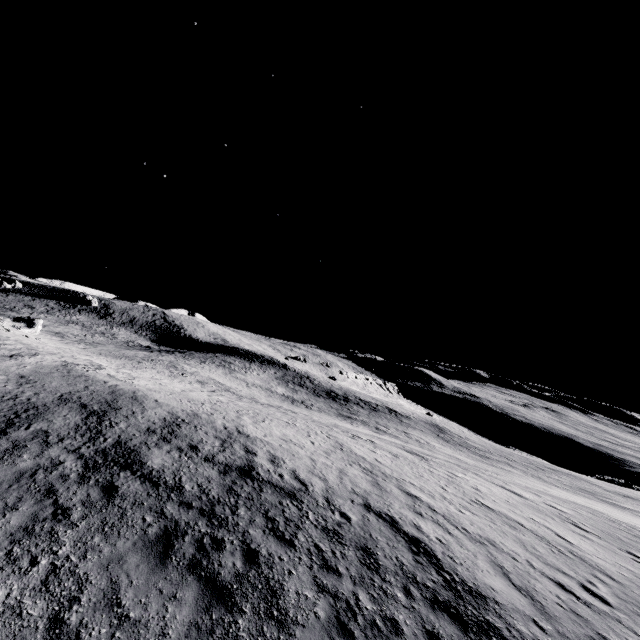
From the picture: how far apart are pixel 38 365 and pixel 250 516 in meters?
14.2
